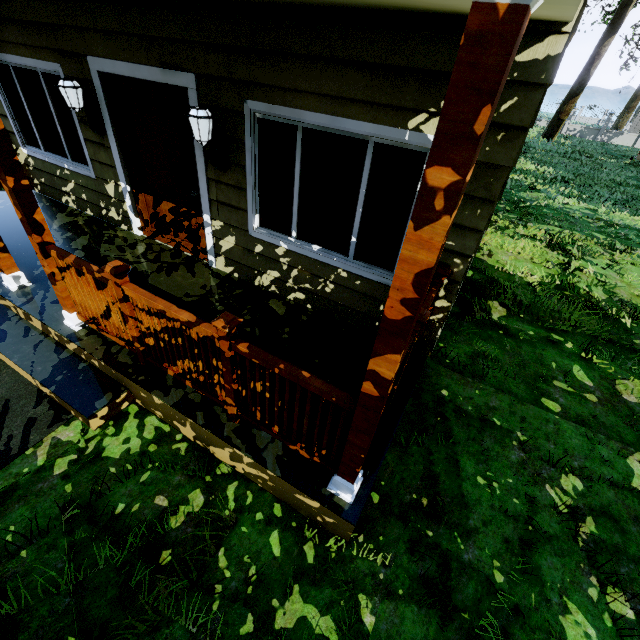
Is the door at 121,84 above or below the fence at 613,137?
above

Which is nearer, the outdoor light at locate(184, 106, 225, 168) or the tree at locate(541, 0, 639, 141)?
the outdoor light at locate(184, 106, 225, 168)

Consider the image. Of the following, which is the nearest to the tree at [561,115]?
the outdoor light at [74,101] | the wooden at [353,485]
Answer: the wooden at [353,485]

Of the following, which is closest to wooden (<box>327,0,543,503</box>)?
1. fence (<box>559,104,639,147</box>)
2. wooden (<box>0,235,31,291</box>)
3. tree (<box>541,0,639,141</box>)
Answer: fence (<box>559,104,639,147</box>)

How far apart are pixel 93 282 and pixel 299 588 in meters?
2.9 m

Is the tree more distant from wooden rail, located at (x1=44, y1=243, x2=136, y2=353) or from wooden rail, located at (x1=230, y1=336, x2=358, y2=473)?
wooden rail, located at (x1=44, y1=243, x2=136, y2=353)

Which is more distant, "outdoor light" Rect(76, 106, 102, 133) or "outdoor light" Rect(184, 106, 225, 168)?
"outdoor light" Rect(76, 106, 102, 133)

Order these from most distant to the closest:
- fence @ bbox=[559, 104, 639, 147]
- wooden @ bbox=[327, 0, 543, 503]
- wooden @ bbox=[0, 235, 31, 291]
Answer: fence @ bbox=[559, 104, 639, 147] → wooden @ bbox=[0, 235, 31, 291] → wooden @ bbox=[327, 0, 543, 503]
